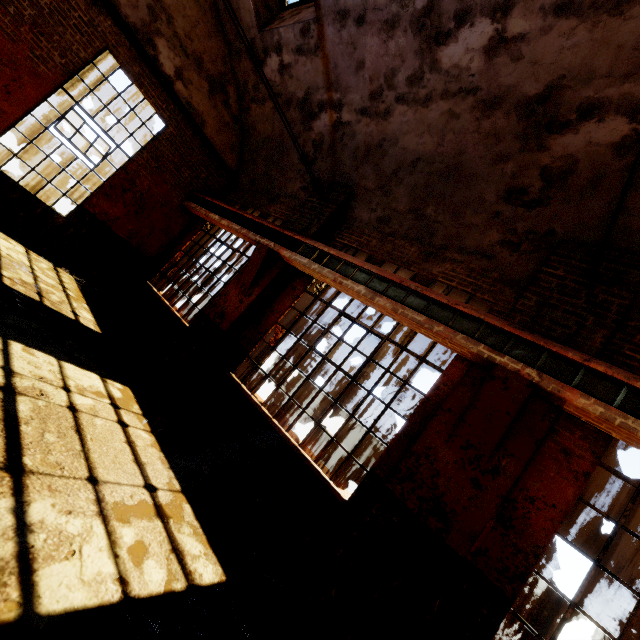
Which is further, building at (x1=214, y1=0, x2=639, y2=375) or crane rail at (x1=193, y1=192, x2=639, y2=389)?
building at (x1=214, y1=0, x2=639, y2=375)

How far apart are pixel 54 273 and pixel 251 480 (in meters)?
6.42

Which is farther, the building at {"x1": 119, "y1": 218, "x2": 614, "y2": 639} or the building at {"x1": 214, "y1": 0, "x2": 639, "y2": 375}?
the building at {"x1": 214, "y1": 0, "x2": 639, "y2": 375}

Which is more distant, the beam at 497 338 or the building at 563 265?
the building at 563 265

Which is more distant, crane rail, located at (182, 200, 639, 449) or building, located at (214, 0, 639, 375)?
building, located at (214, 0, 639, 375)

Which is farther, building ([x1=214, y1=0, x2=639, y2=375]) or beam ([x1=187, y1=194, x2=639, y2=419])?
building ([x1=214, y1=0, x2=639, y2=375])

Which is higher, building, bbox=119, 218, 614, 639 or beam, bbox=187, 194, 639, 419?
beam, bbox=187, 194, 639, 419

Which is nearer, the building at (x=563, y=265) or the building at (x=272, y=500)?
the building at (x=272, y=500)
